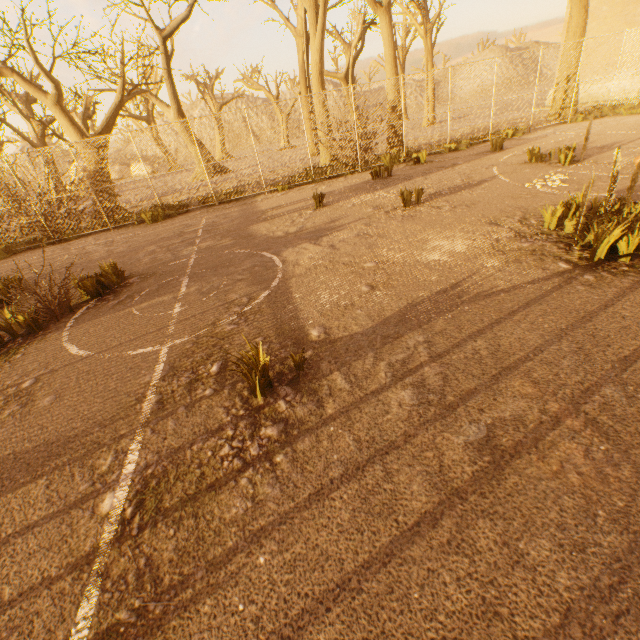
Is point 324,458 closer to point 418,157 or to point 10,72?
point 418,157

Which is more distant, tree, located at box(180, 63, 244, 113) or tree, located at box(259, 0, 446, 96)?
tree, located at box(180, 63, 244, 113)

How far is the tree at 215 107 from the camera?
35.4 meters

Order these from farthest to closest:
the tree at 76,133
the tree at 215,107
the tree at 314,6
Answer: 1. the tree at 215,107
2. the tree at 314,6
3. the tree at 76,133

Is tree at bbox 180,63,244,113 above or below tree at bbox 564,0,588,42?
above

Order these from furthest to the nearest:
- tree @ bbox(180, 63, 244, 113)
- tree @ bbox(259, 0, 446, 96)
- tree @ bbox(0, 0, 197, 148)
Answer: tree @ bbox(180, 63, 244, 113) → tree @ bbox(259, 0, 446, 96) → tree @ bbox(0, 0, 197, 148)
